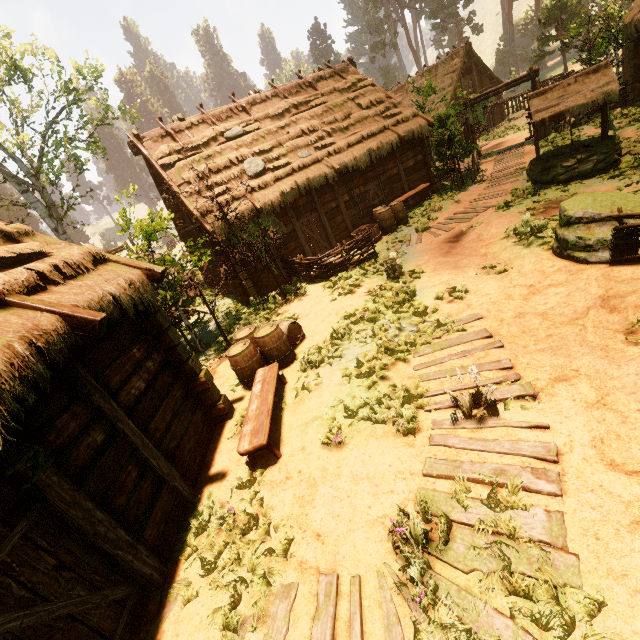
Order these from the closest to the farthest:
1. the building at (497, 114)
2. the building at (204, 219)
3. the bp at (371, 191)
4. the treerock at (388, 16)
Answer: →
1. the building at (204, 219)
2. the bp at (371, 191)
3. the building at (497, 114)
4. the treerock at (388, 16)

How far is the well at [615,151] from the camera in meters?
9.4

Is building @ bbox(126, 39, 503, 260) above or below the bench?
above

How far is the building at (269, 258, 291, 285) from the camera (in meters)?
13.83

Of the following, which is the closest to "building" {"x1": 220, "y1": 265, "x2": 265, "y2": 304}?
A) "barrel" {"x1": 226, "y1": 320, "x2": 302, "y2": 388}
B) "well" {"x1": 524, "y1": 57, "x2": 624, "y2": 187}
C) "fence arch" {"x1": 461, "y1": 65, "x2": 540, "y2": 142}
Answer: "fence arch" {"x1": 461, "y1": 65, "x2": 540, "y2": 142}

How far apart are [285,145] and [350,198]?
3.7m

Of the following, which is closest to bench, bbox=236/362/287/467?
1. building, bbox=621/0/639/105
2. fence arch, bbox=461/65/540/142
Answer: building, bbox=621/0/639/105

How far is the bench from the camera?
5.09m
